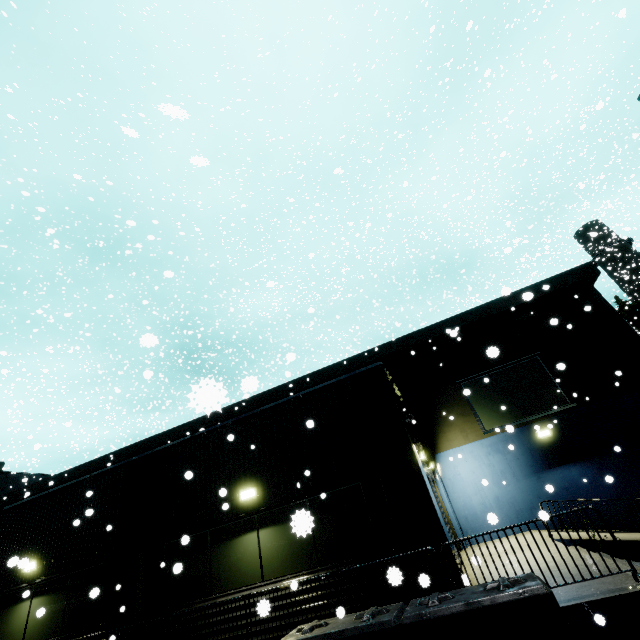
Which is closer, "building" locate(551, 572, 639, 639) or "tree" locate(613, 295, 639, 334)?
"building" locate(551, 572, 639, 639)

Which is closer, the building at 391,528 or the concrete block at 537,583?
the concrete block at 537,583

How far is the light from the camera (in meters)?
8.48

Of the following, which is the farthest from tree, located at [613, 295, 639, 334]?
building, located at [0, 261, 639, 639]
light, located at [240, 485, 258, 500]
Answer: light, located at [240, 485, 258, 500]

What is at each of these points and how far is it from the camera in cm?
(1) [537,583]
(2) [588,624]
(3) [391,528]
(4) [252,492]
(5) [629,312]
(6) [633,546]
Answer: (1) concrete block, 413
(2) building, 435
(3) building, 712
(4) light, 848
(5) tree, 3341
(6) building, 887

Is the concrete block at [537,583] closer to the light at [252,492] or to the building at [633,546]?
the building at [633,546]

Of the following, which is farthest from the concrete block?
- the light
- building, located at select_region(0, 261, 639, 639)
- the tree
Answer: the tree
